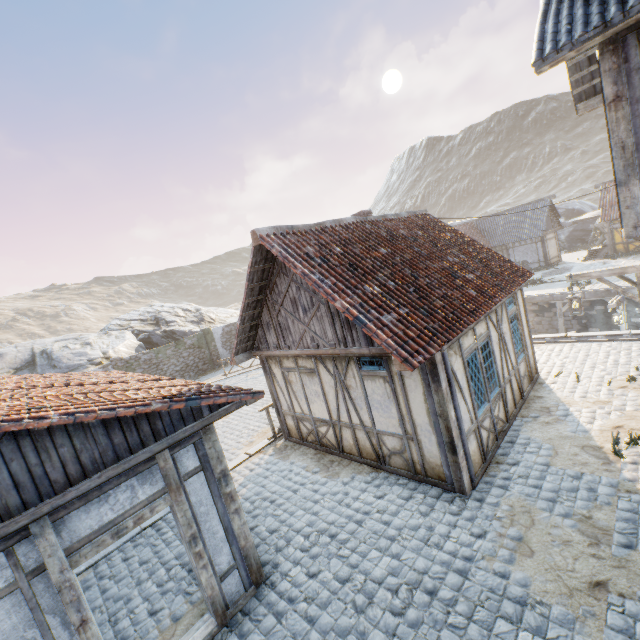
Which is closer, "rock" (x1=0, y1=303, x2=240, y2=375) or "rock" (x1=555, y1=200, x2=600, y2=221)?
"rock" (x1=0, y1=303, x2=240, y2=375)

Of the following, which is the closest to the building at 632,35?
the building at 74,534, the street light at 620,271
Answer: the street light at 620,271

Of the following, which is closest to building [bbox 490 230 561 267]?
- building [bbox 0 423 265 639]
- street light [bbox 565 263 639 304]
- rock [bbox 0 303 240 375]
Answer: rock [bbox 0 303 240 375]

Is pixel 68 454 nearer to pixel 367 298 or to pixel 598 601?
pixel 367 298

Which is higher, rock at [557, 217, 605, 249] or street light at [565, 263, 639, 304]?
street light at [565, 263, 639, 304]

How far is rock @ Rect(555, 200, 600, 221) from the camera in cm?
4128

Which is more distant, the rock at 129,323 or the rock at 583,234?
the rock at 583,234

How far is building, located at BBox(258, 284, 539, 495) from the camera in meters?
6.1
